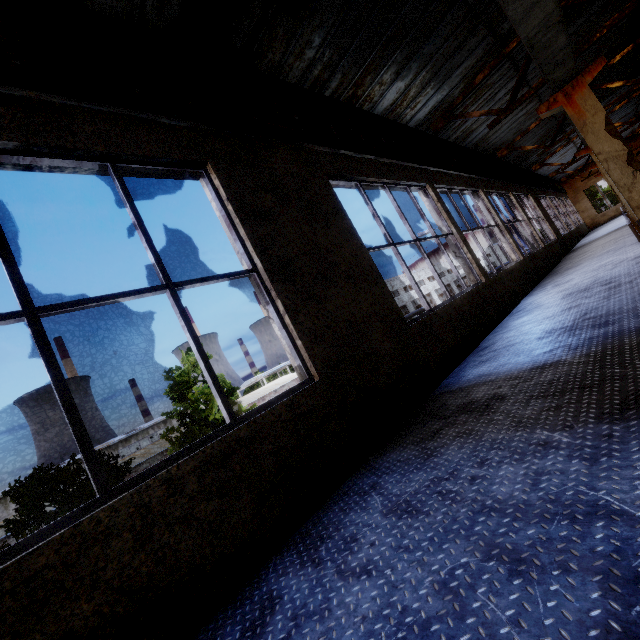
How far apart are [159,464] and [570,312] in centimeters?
549cm

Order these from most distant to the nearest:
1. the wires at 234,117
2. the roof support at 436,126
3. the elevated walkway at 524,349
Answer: the roof support at 436,126 → the wires at 234,117 → the elevated walkway at 524,349

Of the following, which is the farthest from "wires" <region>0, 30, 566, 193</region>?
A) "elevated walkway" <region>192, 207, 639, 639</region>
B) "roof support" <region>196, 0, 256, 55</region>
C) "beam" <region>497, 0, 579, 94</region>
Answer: "elevated walkway" <region>192, 207, 639, 639</region>

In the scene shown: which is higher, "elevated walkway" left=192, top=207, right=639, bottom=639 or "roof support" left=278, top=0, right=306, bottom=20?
"roof support" left=278, top=0, right=306, bottom=20

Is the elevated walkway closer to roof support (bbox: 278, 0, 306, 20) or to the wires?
roof support (bbox: 278, 0, 306, 20)

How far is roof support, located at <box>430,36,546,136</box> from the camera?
7.32m

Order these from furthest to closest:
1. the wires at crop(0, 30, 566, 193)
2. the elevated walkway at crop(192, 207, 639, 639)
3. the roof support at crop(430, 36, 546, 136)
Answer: the roof support at crop(430, 36, 546, 136) < the wires at crop(0, 30, 566, 193) < the elevated walkway at crop(192, 207, 639, 639)

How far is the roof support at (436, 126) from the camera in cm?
732
